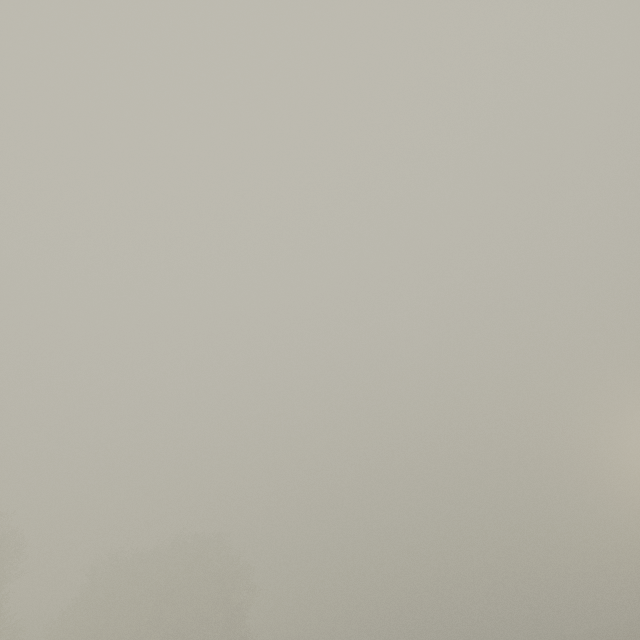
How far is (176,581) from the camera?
37.91m
